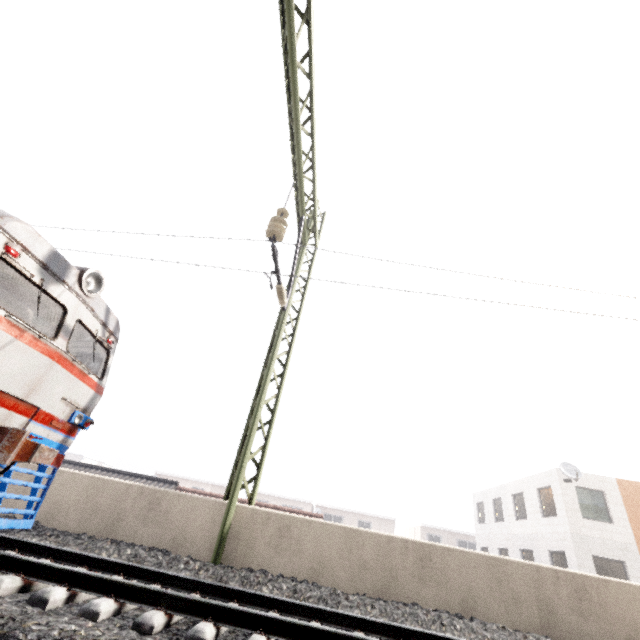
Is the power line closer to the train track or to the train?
the train track

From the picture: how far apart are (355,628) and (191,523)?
3.44m

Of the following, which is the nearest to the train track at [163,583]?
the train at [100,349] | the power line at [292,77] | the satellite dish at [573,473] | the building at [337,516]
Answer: the train at [100,349]

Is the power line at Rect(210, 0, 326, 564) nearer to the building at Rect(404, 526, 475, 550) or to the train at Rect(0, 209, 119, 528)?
the train at Rect(0, 209, 119, 528)

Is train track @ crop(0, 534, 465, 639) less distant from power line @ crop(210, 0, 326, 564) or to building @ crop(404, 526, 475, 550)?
power line @ crop(210, 0, 326, 564)

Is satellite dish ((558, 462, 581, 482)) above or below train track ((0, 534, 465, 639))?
above

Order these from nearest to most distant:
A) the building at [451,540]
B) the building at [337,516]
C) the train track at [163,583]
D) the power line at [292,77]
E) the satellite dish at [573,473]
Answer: the train track at [163,583]
the power line at [292,77]
the satellite dish at [573,473]
the building at [451,540]
the building at [337,516]

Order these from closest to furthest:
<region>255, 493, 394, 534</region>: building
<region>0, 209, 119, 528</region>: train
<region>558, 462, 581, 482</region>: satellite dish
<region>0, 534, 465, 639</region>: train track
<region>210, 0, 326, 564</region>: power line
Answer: <region>0, 534, 465, 639</region>: train track < <region>0, 209, 119, 528</region>: train < <region>210, 0, 326, 564</region>: power line < <region>558, 462, 581, 482</region>: satellite dish < <region>255, 493, 394, 534</region>: building
